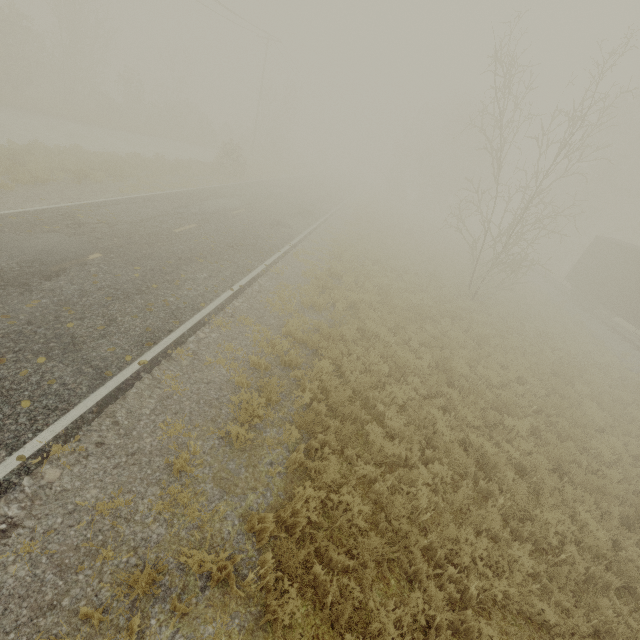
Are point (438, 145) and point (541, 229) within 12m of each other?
no
